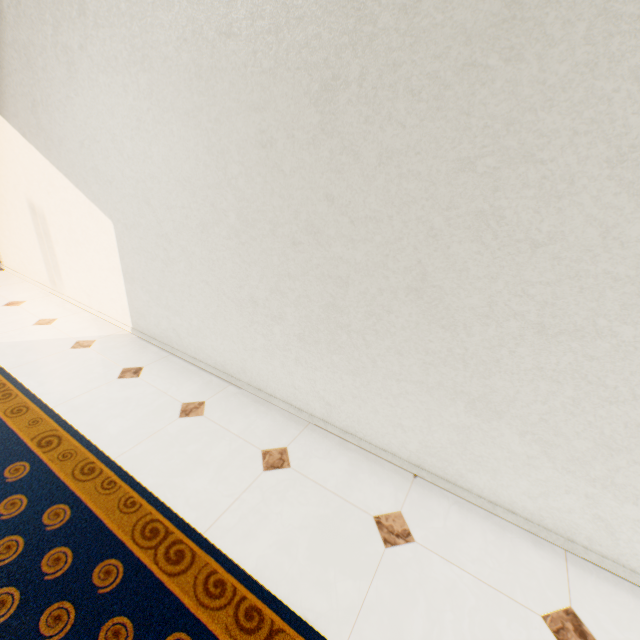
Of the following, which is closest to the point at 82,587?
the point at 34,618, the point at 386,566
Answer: the point at 34,618
